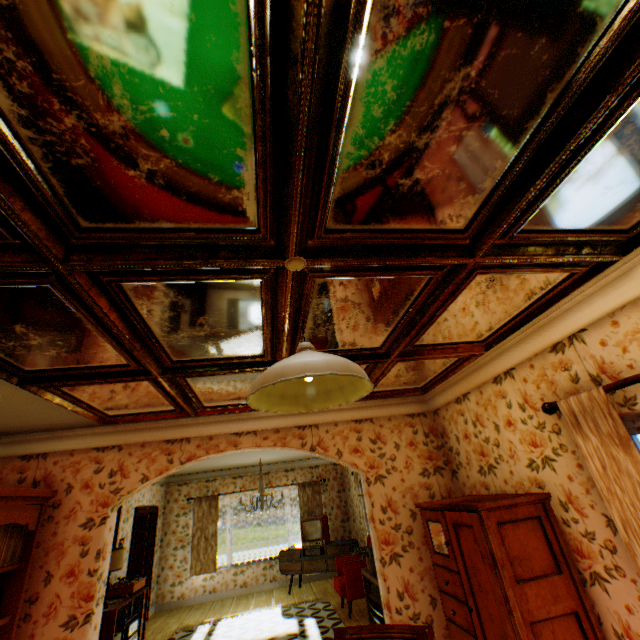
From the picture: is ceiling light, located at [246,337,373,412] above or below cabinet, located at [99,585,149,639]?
above

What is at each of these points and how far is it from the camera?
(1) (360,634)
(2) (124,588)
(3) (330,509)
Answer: (1) chair, 2.2 meters
(2) turntable, 5.8 meters
(3) building, 10.0 meters

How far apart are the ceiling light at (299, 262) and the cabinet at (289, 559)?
8.9m

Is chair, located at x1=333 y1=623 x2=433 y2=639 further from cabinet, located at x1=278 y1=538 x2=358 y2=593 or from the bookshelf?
cabinet, located at x1=278 y1=538 x2=358 y2=593

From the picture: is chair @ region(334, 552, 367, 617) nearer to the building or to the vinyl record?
the building

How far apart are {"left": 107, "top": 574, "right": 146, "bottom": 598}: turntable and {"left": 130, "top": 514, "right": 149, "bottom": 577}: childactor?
2.10m

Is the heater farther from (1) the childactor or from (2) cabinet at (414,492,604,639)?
(1) the childactor

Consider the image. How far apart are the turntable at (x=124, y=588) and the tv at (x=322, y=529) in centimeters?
384cm
